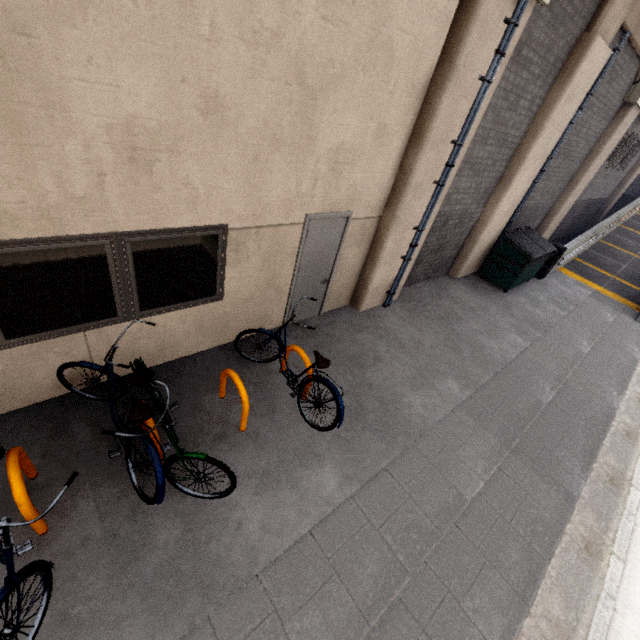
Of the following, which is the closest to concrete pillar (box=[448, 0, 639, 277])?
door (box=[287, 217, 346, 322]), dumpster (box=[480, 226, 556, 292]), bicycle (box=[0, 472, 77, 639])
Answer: dumpster (box=[480, 226, 556, 292])

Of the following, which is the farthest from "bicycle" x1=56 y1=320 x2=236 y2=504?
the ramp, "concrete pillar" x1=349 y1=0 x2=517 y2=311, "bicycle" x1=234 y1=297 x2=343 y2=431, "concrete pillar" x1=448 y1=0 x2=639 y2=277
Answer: the ramp

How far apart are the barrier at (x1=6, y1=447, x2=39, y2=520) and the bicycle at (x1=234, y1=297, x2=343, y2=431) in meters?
2.5

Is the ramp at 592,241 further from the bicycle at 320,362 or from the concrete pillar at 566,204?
the bicycle at 320,362

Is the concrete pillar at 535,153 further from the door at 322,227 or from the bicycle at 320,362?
the bicycle at 320,362

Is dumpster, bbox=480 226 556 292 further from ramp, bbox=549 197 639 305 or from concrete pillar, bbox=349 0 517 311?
concrete pillar, bbox=349 0 517 311

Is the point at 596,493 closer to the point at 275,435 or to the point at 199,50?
the point at 275,435

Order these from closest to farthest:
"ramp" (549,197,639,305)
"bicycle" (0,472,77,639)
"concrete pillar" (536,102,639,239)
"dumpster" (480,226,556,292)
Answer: "bicycle" (0,472,77,639), "dumpster" (480,226,556,292), "concrete pillar" (536,102,639,239), "ramp" (549,197,639,305)
